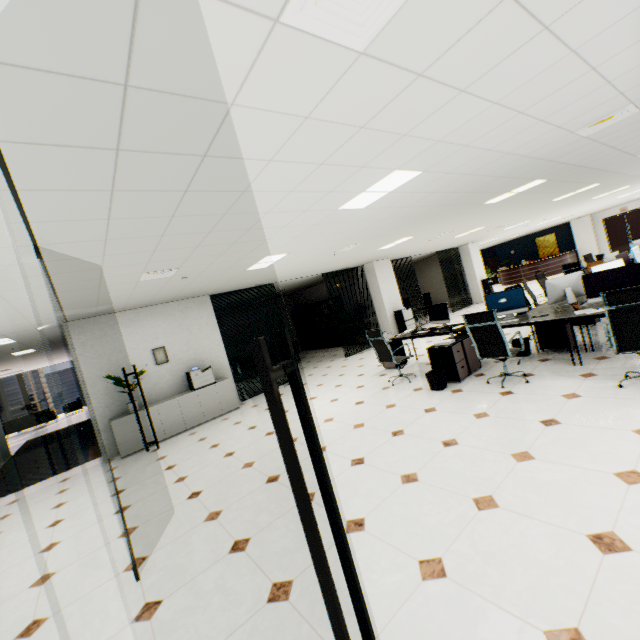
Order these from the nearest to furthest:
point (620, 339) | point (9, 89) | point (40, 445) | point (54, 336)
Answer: point (9, 89) < point (620, 339) < point (54, 336) < point (40, 445)

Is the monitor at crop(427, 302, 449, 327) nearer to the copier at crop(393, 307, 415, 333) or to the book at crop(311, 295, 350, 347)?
the copier at crop(393, 307, 415, 333)

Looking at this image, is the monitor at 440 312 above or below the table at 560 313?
above

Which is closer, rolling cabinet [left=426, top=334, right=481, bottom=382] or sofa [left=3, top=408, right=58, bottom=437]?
rolling cabinet [left=426, top=334, right=481, bottom=382]

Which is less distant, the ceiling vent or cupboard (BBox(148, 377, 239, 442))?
the ceiling vent

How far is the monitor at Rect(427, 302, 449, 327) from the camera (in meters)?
6.76

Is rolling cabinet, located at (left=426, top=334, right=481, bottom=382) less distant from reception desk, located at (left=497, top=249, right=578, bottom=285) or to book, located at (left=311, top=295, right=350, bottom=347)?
book, located at (left=311, top=295, right=350, bottom=347)

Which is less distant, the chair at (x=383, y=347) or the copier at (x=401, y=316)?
the chair at (x=383, y=347)
